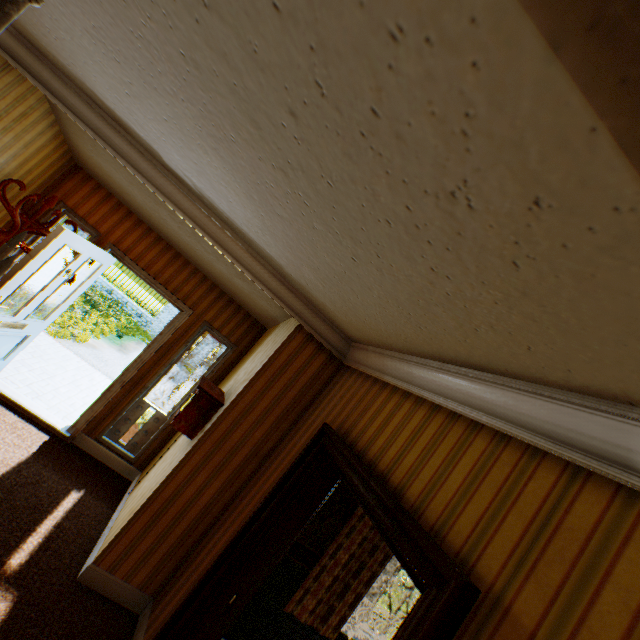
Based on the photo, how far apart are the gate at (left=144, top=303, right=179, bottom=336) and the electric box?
13.38m

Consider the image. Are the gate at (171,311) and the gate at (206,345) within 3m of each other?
yes

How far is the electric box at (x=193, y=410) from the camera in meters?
3.2 m

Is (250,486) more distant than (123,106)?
Yes

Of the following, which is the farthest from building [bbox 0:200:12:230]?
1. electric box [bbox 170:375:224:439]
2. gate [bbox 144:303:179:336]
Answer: gate [bbox 144:303:179:336]

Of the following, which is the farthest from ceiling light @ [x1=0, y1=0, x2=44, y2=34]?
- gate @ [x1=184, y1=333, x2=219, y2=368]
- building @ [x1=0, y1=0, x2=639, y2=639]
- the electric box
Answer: gate @ [x1=184, y1=333, x2=219, y2=368]

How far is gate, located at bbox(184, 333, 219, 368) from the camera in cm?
1612

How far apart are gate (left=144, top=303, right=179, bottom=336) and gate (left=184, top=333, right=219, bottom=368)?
1.0 meters
